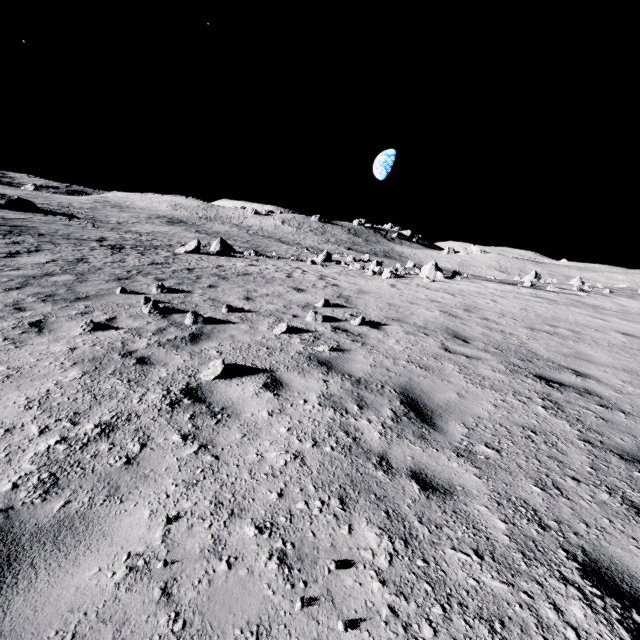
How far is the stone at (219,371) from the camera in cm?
439

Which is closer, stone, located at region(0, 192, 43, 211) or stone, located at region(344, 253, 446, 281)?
stone, located at region(344, 253, 446, 281)

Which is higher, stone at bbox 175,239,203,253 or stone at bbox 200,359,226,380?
stone at bbox 200,359,226,380

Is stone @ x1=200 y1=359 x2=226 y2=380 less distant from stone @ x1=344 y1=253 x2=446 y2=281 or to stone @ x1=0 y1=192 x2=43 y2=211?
stone @ x1=344 y1=253 x2=446 y2=281

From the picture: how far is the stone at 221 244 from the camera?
27.0m

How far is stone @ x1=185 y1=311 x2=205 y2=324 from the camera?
6.71m

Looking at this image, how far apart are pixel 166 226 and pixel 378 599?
60.2 meters

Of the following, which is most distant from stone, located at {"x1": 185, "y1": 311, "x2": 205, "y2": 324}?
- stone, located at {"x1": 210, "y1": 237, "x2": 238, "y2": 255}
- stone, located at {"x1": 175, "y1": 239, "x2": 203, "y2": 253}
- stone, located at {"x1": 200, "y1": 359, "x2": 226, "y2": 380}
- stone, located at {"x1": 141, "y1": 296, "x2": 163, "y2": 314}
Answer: stone, located at {"x1": 210, "y1": 237, "x2": 238, "y2": 255}
